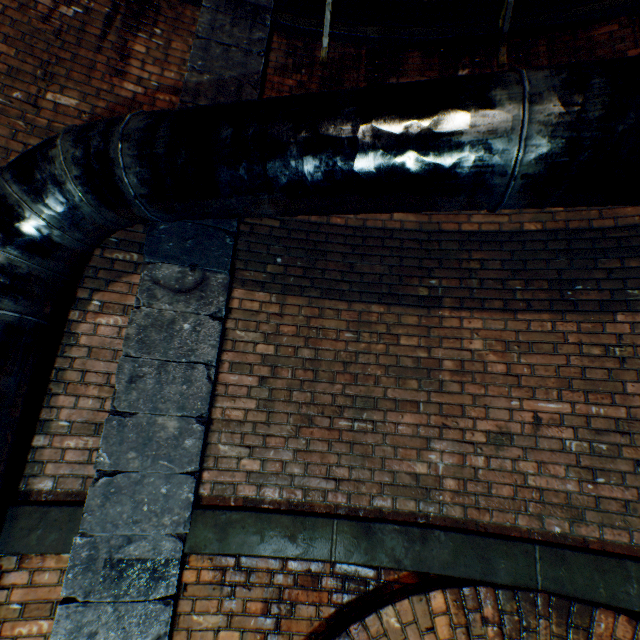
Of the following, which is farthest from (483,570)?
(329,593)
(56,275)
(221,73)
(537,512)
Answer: (221,73)

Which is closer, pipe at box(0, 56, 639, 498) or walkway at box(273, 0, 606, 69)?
pipe at box(0, 56, 639, 498)

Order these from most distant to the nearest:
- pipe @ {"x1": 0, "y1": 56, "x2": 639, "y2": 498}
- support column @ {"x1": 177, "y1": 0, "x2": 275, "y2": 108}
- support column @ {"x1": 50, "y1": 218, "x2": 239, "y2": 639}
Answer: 1. support column @ {"x1": 177, "y1": 0, "x2": 275, "y2": 108}
2. support column @ {"x1": 50, "y1": 218, "x2": 239, "y2": 639}
3. pipe @ {"x1": 0, "y1": 56, "x2": 639, "y2": 498}

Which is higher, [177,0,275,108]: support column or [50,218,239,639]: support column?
[177,0,275,108]: support column

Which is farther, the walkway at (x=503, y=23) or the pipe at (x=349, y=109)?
the walkway at (x=503, y=23)

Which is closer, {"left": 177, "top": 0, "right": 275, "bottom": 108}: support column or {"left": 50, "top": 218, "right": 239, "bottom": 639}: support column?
{"left": 50, "top": 218, "right": 239, "bottom": 639}: support column

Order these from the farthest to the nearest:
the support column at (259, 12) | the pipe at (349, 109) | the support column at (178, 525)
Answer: the support column at (259, 12)
the support column at (178, 525)
the pipe at (349, 109)

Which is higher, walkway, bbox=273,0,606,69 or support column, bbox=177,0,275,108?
walkway, bbox=273,0,606,69
